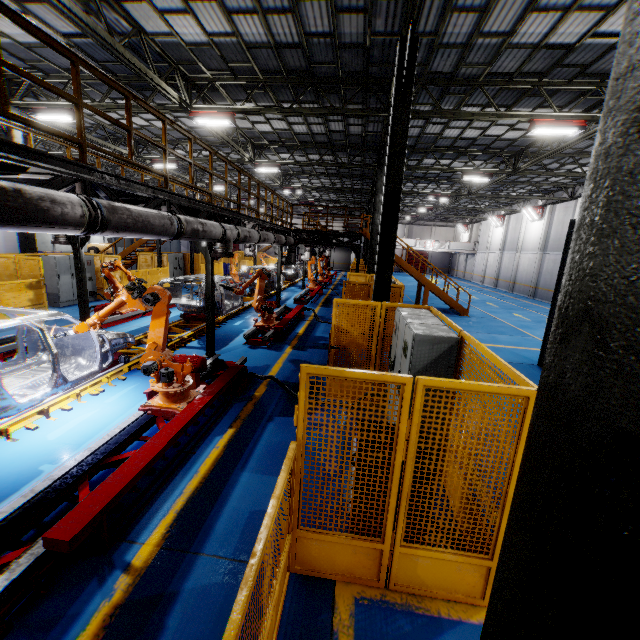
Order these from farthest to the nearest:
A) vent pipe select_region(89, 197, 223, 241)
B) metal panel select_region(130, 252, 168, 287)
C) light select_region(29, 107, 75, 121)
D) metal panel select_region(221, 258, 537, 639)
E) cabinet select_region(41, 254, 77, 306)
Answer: metal panel select_region(130, 252, 168, 287)
cabinet select_region(41, 254, 77, 306)
light select_region(29, 107, 75, 121)
vent pipe select_region(89, 197, 223, 241)
metal panel select_region(221, 258, 537, 639)

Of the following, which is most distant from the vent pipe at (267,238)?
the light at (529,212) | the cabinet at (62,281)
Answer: the light at (529,212)

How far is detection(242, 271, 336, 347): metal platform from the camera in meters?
10.4 m

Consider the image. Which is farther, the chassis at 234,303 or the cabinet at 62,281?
the cabinet at 62,281

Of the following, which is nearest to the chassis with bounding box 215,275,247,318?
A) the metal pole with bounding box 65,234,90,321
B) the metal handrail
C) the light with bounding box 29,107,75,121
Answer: the metal pole with bounding box 65,234,90,321

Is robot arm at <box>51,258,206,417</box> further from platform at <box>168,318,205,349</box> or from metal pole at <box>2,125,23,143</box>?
metal pole at <box>2,125,23,143</box>

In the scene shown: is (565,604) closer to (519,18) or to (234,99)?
(519,18)

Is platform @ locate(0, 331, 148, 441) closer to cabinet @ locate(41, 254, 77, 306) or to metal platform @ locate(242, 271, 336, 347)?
metal platform @ locate(242, 271, 336, 347)
